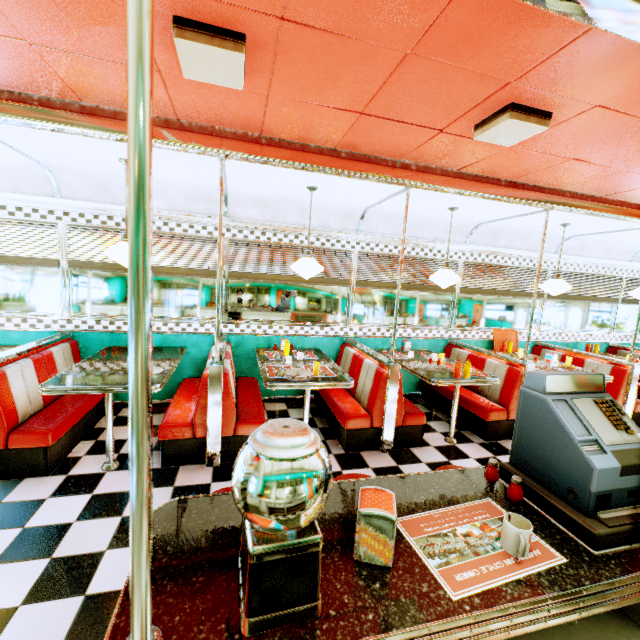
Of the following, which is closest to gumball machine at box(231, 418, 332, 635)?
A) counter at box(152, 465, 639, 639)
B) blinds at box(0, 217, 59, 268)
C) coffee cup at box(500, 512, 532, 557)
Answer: counter at box(152, 465, 639, 639)

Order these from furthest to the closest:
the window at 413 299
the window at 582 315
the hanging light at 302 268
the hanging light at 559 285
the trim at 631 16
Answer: the window at 582 315
the window at 413 299
the hanging light at 559 285
the hanging light at 302 268
the trim at 631 16

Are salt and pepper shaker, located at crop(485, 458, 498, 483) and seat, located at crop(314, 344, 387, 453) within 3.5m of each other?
yes

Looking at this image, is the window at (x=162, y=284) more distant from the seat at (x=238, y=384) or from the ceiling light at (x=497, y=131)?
the ceiling light at (x=497, y=131)

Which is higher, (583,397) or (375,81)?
(375,81)

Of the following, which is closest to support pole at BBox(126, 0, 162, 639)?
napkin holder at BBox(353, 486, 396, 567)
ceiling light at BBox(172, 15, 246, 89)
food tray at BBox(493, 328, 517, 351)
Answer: napkin holder at BBox(353, 486, 396, 567)

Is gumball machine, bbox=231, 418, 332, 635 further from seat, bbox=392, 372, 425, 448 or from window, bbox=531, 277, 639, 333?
window, bbox=531, 277, 639, 333

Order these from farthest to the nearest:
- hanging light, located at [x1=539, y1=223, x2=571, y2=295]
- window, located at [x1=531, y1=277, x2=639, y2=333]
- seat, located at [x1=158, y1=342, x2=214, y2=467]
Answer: window, located at [x1=531, y1=277, x2=639, y2=333] → hanging light, located at [x1=539, y1=223, x2=571, y2=295] → seat, located at [x1=158, y1=342, x2=214, y2=467]
